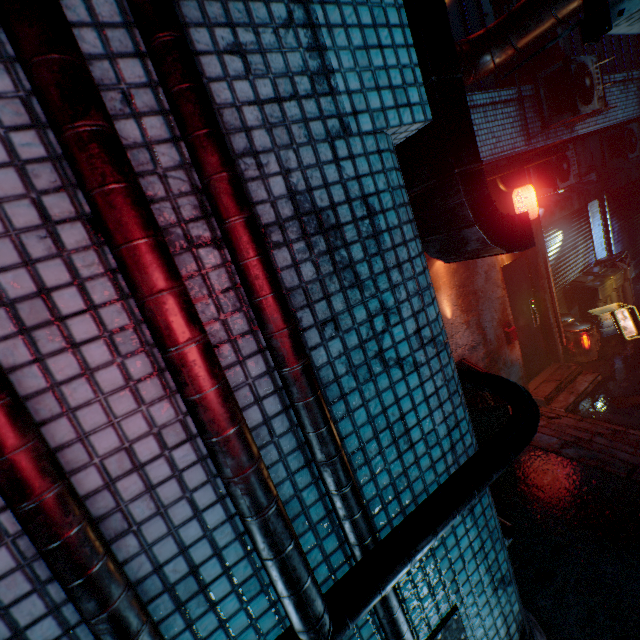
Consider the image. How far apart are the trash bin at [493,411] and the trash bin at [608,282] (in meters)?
5.15

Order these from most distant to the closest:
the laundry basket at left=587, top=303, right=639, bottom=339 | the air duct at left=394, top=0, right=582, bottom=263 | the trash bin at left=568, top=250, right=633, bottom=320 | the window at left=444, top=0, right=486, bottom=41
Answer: the trash bin at left=568, top=250, right=633, bottom=320 < the laundry basket at left=587, top=303, right=639, bottom=339 < the window at left=444, top=0, right=486, bottom=41 < the air duct at left=394, top=0, right=582, bottom=263

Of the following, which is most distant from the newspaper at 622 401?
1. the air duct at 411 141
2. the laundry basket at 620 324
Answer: the air duct at 411 141

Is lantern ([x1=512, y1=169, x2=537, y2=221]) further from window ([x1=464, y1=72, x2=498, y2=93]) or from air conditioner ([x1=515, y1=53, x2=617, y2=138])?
window ([x1=464, y1=72, x2=498, y2=93])

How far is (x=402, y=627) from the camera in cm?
105

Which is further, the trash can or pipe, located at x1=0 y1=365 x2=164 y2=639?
the trash can

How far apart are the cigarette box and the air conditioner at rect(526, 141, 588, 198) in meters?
5.3

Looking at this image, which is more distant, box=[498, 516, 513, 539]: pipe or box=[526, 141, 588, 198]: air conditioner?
box=[526, 141, 588, 198]: air conditioner
